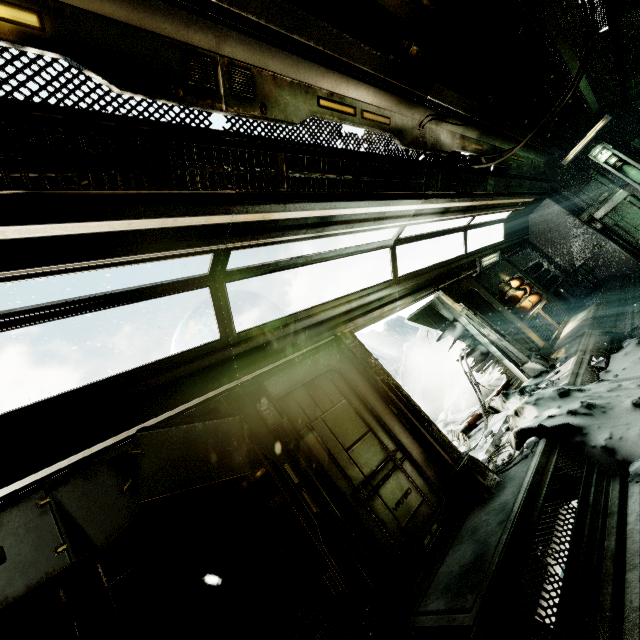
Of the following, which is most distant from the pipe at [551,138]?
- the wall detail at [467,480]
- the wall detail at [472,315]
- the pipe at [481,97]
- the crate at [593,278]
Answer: the wall detail at [467,480]

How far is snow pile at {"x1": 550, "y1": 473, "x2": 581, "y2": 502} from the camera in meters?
3.5

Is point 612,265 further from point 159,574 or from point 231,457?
point 159,574

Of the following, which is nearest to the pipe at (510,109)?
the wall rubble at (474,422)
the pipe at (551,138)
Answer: the pipe at (551,138)

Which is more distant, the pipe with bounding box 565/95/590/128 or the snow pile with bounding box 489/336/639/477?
the pipe with bounding box 565/95/590/128

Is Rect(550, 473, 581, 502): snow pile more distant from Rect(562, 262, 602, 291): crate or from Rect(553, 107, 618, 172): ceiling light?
Rect(553, 107, 618, 172): ceiling light

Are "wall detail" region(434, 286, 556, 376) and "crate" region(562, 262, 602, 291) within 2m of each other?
no

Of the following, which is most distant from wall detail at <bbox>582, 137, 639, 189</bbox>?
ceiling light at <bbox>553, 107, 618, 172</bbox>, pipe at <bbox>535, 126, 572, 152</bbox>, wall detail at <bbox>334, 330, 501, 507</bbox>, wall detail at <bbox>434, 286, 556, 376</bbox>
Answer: wall detail at <bbox>334, 330, 501, 507</bbox>
